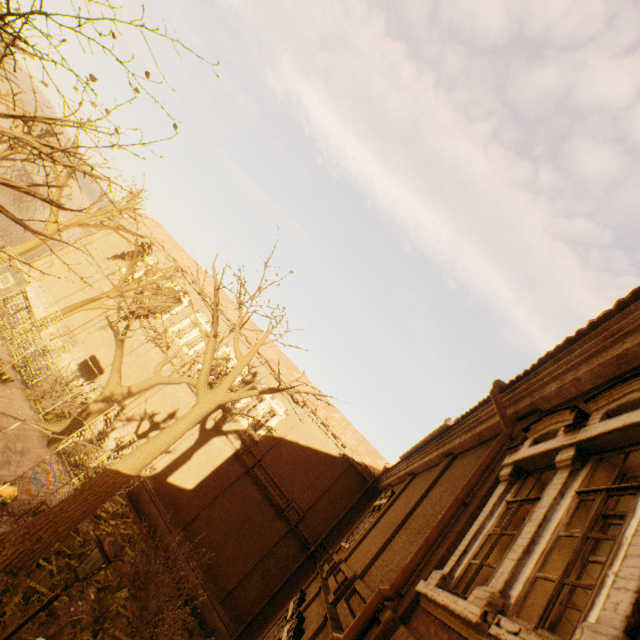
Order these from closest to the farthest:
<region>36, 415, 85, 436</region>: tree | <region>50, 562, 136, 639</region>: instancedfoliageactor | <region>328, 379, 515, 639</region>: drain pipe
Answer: <region>328, 379, 515, 639</region>: drain pipe, <region>50, 562, 136, 639</region>: instancedfoliageactor, <region>36, 415, 85, 436</region>: tree

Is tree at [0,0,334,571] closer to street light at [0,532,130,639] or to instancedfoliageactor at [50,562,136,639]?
instancedfoliageactor at [50,562,136,639]

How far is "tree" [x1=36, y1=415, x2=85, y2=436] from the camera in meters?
15.2 m

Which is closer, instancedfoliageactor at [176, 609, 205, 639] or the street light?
the street light

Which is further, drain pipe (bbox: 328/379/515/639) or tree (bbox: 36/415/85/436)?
tree (bbox: 36/415/85/436)

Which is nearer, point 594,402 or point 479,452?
point 594,402

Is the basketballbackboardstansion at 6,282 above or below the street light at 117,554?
below

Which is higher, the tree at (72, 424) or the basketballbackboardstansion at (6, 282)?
the basketballbackboardstansion at (6, 282)
